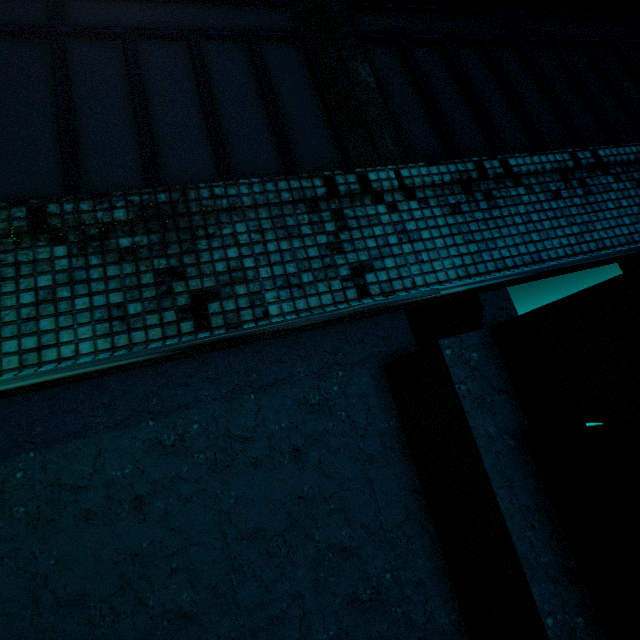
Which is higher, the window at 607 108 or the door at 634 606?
the window at 607 108

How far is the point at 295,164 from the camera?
2.0m

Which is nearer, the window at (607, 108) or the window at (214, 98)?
the window at (214, 98)

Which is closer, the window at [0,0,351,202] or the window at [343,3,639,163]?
the window at [0,0,351,202]

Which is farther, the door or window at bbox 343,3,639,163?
window at bbox 343,3,639,163

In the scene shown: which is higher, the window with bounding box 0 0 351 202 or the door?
the window with bounding box 0 0 351 202
